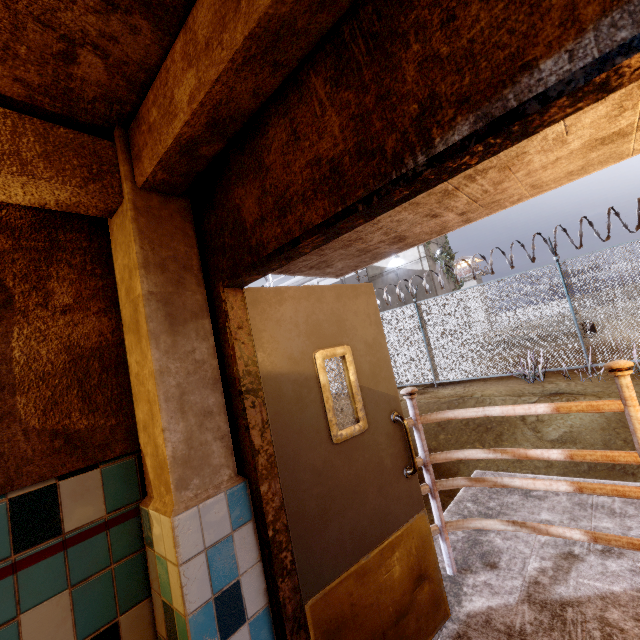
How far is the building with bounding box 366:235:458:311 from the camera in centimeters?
1809cm

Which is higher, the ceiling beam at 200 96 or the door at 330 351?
the ceiling beam at 200 96

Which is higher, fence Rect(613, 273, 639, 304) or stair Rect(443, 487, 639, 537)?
fence Rect(613, 273, 639, 304)

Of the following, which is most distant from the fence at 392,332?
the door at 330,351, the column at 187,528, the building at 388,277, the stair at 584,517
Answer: the column at 187,528

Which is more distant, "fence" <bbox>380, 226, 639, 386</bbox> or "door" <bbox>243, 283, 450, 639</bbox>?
"fence" <bbox>380, 226, 639, 386</bbox>

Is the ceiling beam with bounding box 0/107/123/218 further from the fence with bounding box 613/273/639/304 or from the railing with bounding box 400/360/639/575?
the fence with bounding box 613/273/639/304

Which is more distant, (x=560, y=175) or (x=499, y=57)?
(x=560, y=175)

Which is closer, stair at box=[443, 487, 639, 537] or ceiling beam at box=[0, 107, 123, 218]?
ceiling beam at box=[0, 107, 123, 218]
